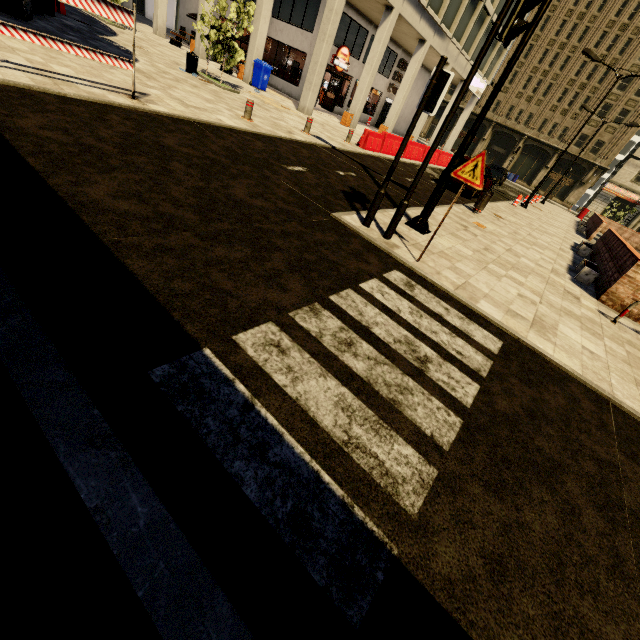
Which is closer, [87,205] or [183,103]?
[87,205]

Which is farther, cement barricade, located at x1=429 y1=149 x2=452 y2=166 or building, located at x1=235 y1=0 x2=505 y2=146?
cement barricade, located at x1=429 y1=149 x2=452 y2=166

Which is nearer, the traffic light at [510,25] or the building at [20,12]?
the traffic light at [510,25]

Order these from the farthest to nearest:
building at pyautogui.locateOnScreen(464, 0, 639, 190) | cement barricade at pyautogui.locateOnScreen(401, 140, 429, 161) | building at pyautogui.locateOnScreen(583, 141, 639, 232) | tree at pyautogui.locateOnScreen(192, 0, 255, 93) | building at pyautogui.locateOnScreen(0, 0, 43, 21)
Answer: building at pyautogui.locateOnScreen(583, 141, 639, 232)
building at pyautogui.locateOnScreen(464, 0, 639, 190)
cement barricade at pyautogui.locateOnScreen(401, 140, 429, 161)
tree at pyautogui.locateOnScreen(192, 0, 255, 93)
building at pyautogui.locateOnScreen(0, 0, 43, 21)

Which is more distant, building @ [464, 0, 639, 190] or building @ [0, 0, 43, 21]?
building @ [464, 0, 639, 190]

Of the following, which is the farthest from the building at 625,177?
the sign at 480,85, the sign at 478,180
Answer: the sign at 478,180

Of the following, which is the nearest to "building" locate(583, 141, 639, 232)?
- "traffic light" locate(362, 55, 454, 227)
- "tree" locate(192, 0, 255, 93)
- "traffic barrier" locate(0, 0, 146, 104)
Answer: "traffic barrier" locate(0, 0, 146, 104)
